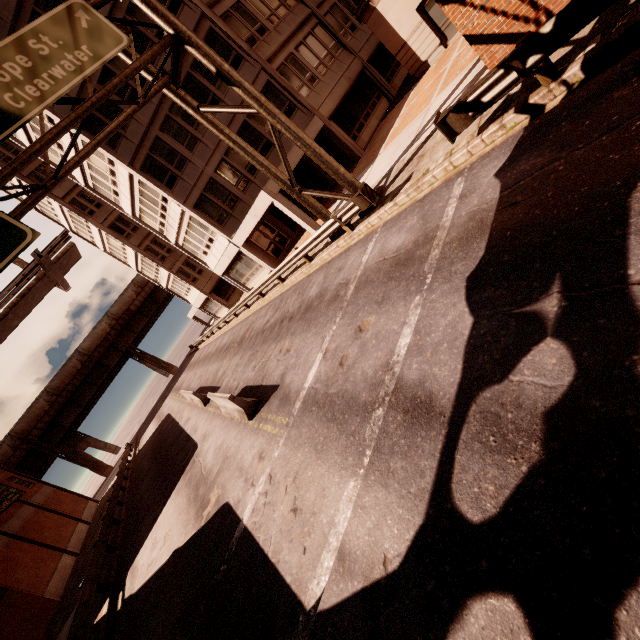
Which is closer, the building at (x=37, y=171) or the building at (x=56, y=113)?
the building at (x=56, y=113)

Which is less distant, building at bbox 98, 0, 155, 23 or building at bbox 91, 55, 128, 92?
building at bbox 98, 0, 155, 23

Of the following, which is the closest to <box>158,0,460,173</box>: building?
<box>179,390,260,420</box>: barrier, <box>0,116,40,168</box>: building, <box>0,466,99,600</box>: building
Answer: <box>0,116,40,168</box>: building

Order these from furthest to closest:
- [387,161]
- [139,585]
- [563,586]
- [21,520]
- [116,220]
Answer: [116,220], [21,520], [387,161], [139,585], [563,586]

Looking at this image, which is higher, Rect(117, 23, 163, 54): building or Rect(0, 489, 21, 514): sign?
Rect(117, 23, 163, 54): building

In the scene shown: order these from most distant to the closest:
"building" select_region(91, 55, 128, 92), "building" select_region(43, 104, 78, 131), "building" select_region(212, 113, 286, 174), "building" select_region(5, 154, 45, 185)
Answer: "building" select_region(5, 154, 45, 185), "building" select_region(212, 113, 286, 174), "building" select_region(43, 104, 78, 131), "building" select_region(91, 55, 128, 92)

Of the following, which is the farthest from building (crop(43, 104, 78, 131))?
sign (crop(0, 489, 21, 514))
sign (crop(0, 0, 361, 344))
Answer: sign (crop(0, 489, 21, 514))

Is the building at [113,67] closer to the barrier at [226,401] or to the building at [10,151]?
the building at [10,151]
